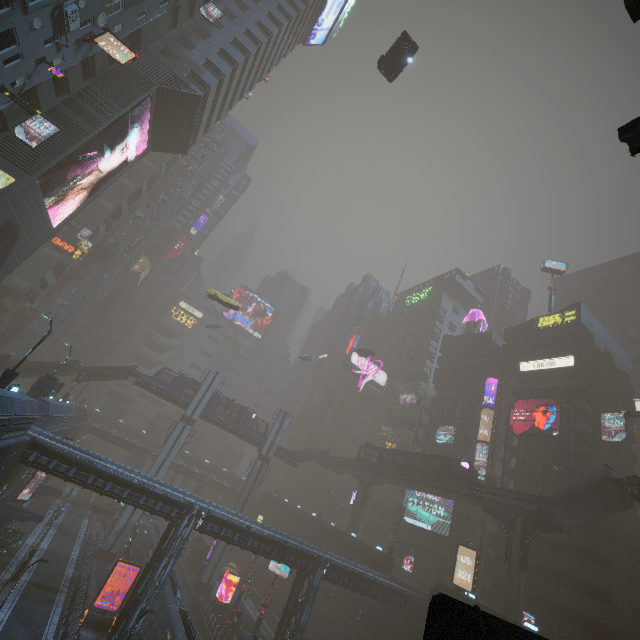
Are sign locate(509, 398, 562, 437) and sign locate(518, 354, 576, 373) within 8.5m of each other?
yes

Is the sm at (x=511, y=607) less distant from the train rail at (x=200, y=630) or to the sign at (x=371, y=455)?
the train rail at (x=200, y=630)

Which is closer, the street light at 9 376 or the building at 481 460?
the street light at 9 376

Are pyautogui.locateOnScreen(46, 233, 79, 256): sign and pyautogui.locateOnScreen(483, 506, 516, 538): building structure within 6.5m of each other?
no

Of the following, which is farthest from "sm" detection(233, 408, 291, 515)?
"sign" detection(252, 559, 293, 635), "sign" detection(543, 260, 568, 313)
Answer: "sign" detection(543, 260, 568, 313)

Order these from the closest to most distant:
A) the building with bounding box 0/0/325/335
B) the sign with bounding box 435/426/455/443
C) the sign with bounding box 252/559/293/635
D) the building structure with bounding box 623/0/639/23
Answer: the building structure with bounding box 623/0/639/23 < the building with bounding box 0/0/325/335 < the sign with bounding box 252/559/293/635 < the sign with bounding box 435/426/455/443

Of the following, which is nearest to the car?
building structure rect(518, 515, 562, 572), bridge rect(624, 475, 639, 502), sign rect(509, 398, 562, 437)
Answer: building structure rect(518, 515, 562, 572)

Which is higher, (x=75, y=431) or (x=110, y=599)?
(x=75, y=431)
